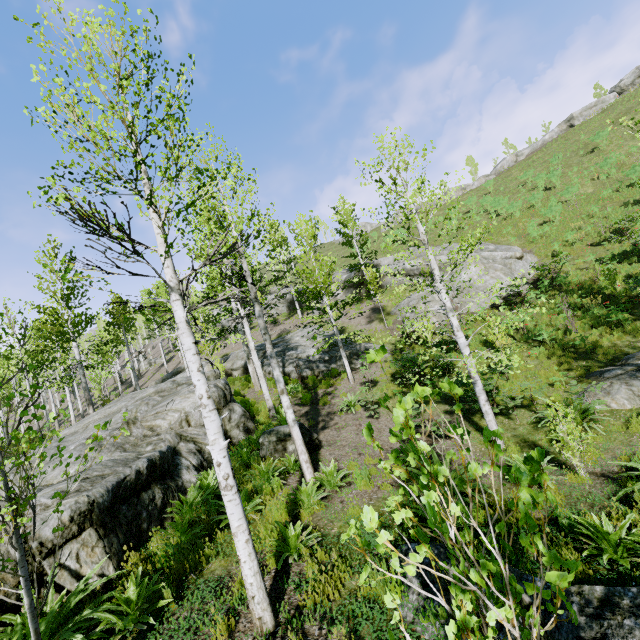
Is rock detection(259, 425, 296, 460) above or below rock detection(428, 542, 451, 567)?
above

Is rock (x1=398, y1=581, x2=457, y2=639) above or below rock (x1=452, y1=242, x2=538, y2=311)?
below

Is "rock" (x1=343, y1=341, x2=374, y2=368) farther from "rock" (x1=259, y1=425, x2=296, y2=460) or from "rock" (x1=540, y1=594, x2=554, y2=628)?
"rock" (x1=540, y1=594, x2=554, y2=628)

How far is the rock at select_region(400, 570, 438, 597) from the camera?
4.05m

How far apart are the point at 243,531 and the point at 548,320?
16.7 meters

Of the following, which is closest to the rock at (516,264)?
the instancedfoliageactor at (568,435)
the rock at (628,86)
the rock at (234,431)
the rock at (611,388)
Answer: the rock at (611,388)

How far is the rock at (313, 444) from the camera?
9.8m

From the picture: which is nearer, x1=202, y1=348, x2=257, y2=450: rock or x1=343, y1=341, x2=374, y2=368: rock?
x1=202, y1=348, x2=257, y2=450: rock
